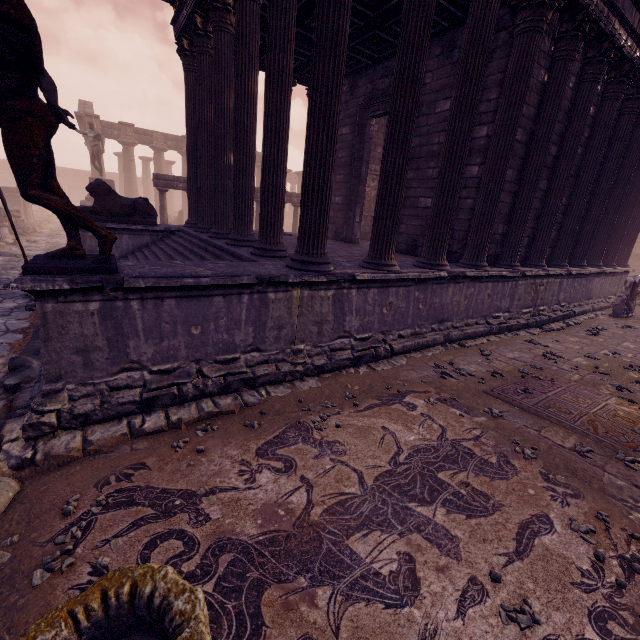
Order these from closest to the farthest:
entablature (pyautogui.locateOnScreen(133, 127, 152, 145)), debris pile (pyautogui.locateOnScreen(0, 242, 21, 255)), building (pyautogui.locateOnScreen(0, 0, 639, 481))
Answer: building (pyautogui.locateOnScreen(0, 0, 639, 481)) → debris pile (pyautogui.locateOnScreen(0, 242, 21, 255)) → entablature (pyautogui.locateOnScreen(133, 127, 152, 145))

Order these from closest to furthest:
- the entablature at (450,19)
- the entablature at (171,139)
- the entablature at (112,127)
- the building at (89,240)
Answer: the entablature at (450,19), the building at (89,240), the entablature at (112,127), the entablature at (171,139)

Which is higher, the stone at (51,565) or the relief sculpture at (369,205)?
the relief sculpture at (369,205)

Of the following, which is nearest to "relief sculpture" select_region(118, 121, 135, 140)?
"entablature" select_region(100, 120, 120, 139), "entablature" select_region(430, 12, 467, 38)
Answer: "entablature" select_region(100, 120, 120, 139)

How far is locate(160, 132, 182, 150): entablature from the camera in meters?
26.2 m

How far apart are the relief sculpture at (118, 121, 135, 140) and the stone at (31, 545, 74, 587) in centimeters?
3004cm

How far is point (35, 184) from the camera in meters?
2.9 m

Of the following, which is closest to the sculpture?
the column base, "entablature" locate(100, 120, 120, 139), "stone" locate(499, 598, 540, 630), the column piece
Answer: "stone" locate(499, 598, 540, 630)
